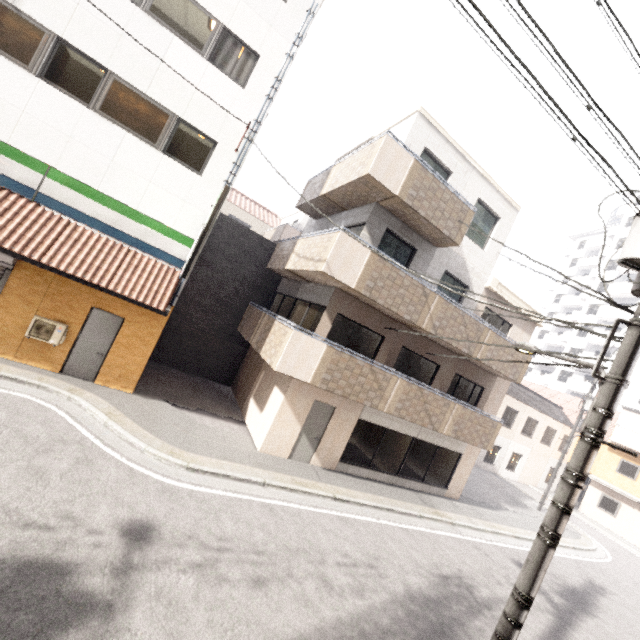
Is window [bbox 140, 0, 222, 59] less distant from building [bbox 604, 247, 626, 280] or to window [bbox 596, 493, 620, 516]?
window [bbox 596, 493, 620, 516]

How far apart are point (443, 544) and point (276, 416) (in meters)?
6.47

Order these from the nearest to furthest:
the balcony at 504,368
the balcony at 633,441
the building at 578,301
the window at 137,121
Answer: the window at 137,121 < the balcony at 504,368 < the balcony at 633,441 < the building at 578,301

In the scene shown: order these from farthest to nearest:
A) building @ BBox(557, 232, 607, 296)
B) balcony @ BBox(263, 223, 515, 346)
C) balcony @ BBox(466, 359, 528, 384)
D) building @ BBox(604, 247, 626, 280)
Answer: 1. building @ BBox(557, 232, 607, 296)
2. building @ BBox(604, 247, 626, 280)
3. balcony @ BBox(466, 359, 528, 384)
4. balcony @ BBox(263, 223, 515, 346)

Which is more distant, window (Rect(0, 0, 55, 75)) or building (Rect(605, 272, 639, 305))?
building (Rect(605, 272, 639, 305))

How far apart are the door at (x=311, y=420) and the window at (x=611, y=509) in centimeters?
2726cm

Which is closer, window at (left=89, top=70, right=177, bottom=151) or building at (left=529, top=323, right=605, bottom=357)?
window at (left=89, top=70, right=177, bottom=151)

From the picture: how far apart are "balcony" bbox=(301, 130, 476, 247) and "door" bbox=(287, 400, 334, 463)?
6.6 meters
